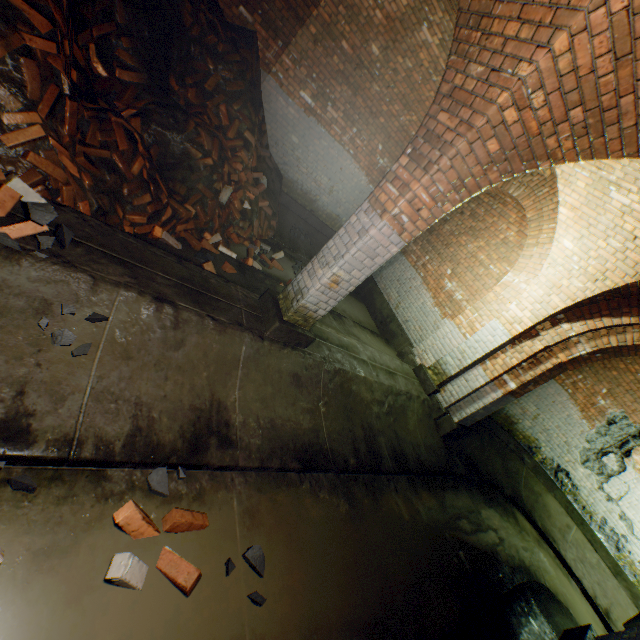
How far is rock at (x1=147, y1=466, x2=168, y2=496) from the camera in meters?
2.3 m

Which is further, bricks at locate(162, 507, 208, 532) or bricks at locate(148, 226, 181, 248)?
bricks at locate(148, 226, 181, 248)

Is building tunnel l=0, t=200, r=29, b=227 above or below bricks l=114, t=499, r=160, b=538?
above

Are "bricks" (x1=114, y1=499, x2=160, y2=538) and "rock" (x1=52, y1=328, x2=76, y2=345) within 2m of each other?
yes

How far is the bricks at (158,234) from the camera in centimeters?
379cm

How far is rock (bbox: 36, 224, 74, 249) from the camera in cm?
236

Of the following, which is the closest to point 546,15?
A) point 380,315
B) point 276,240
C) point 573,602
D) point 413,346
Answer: point 276,240

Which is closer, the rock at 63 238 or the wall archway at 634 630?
the rock at 63 238
